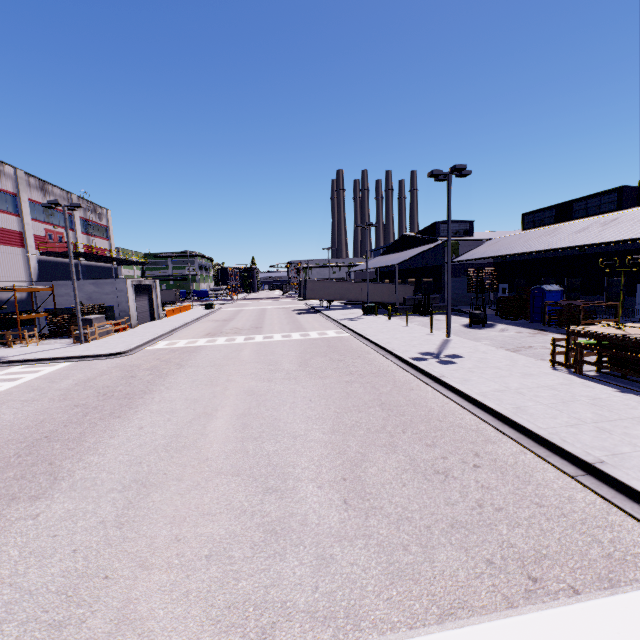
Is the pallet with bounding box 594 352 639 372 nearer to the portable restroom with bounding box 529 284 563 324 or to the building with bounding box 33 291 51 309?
the building with bounding box 33 291 51 309

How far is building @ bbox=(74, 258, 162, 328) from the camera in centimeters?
3042cm

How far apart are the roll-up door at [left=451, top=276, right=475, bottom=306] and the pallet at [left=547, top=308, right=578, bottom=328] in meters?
14.0

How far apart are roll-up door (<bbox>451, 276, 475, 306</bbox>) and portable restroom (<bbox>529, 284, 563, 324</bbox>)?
11.79m

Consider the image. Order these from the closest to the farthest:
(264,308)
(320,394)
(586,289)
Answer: (320,394) < (586,289) < (264,308)

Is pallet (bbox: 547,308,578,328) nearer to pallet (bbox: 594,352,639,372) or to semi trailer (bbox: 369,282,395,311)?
pallet (bbox: 594,352,639,372)

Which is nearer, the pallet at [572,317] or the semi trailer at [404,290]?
the pallet at [572,317]

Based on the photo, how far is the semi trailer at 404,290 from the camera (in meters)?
44.84
